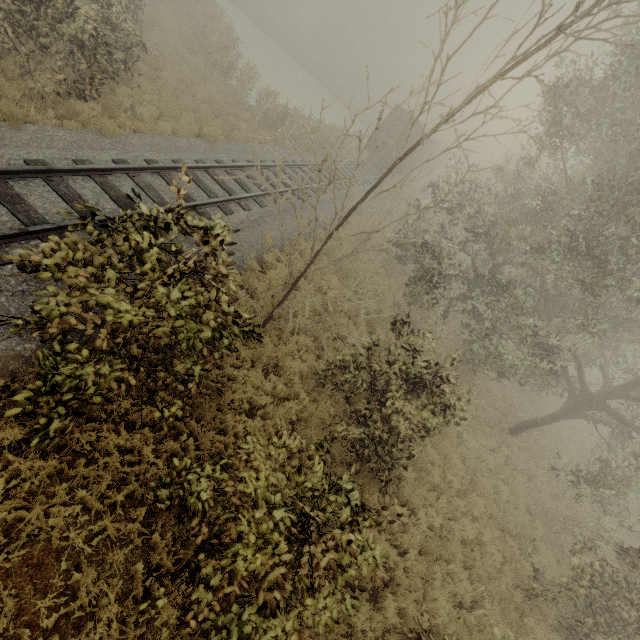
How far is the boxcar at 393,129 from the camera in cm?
2422

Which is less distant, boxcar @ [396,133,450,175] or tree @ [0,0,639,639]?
tree @ [0,0,639,639]

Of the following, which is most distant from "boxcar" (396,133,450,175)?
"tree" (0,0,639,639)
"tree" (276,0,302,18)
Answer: "tree" (276,0,302,18)

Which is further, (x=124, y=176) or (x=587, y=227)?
(x=587, y=227)

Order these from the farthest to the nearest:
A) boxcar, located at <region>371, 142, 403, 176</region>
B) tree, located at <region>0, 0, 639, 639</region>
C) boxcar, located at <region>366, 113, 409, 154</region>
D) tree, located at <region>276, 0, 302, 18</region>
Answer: tree, located at <region>276, 0, 302, 18</region>, boxcar, located at <region>371, 142, 403, 176</region>, boxcar, located at <region>366, 113, 409, 154</region>, tree, located at <region>0, 0, 639, 639</region>

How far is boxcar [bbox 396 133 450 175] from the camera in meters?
25.4

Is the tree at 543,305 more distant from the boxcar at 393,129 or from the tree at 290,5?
the tree at 290,5
